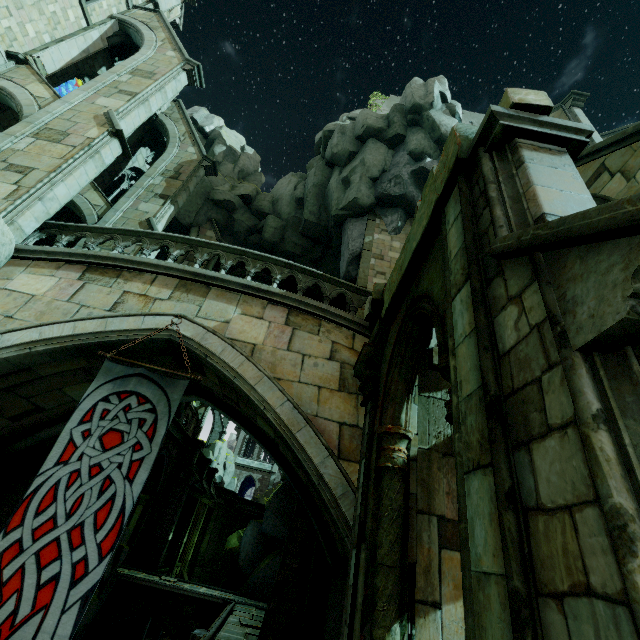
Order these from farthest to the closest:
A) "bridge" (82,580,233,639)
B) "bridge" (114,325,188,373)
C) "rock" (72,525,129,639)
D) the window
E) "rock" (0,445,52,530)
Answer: the window, "bridge" (82,580,233,639), "rock" (72,525,129,639), "rock" (0,445,52,530), "bridge" (114,325,188,373)

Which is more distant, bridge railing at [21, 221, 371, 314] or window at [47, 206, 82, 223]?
window at [47, 206, 82, 223]

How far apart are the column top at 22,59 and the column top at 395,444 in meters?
17.9

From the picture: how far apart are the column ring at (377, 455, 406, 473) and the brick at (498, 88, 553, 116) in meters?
3.9 m

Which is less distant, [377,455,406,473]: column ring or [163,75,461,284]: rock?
[377,455,406,473]: column ring

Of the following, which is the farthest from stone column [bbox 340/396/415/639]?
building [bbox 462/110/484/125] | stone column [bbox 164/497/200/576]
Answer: stone column [bbox 164/497/200/576]

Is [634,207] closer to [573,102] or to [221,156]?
[573,102]

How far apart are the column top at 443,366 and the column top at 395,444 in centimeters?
167cm
